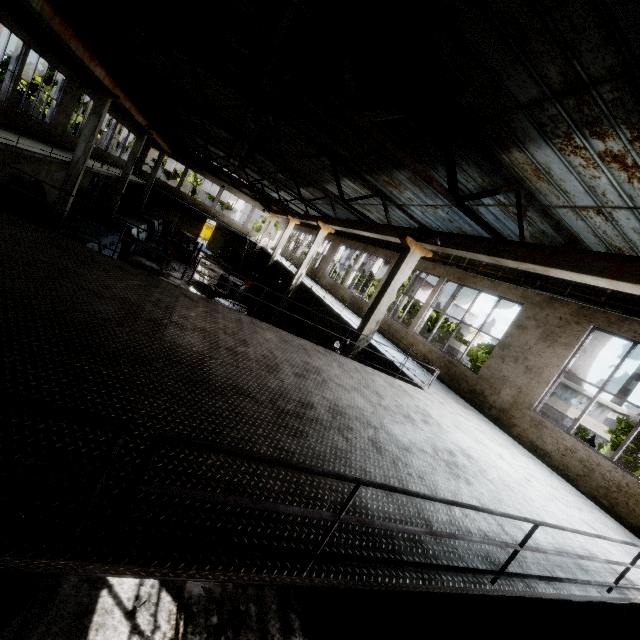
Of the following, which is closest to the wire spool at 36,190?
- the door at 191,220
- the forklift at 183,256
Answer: the forklift at 183,256

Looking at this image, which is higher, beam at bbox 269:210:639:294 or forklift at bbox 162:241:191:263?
beam at bbox 269:210:639:294

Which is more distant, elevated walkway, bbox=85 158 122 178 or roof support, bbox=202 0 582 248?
elevated walkway, bbox=85 158 122 178

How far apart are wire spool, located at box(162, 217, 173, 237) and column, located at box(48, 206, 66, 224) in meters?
15.9 m

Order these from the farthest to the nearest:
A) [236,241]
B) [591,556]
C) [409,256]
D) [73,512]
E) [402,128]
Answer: [236,241], [409,256], [402,128], [591,556], [73,512]

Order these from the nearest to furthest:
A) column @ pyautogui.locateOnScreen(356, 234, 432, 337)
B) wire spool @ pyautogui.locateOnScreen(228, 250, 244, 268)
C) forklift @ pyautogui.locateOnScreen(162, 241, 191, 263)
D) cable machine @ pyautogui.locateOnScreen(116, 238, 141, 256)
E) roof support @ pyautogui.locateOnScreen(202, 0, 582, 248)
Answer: roof support @ pyautogui.locateOnScreen(202, 0, 582, 248), column @ pyautogui.locateOnScreen(356, 234, 432, 337), cable machine @ pyautogui.locateOnScreen(116, 238, 141, 256), forklift @ pyautogui.locateOnScreen(162, 241, 191, 263), wire spool @ pyautogui.locateOnScreen(228, 250, 244, 268)

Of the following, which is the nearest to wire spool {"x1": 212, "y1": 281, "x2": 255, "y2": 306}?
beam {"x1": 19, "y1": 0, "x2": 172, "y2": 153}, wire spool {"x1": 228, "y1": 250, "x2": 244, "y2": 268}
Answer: beam {"x1": 19, "y1": 0, "x2": 172, "y2": 153}

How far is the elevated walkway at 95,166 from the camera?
18.01m
